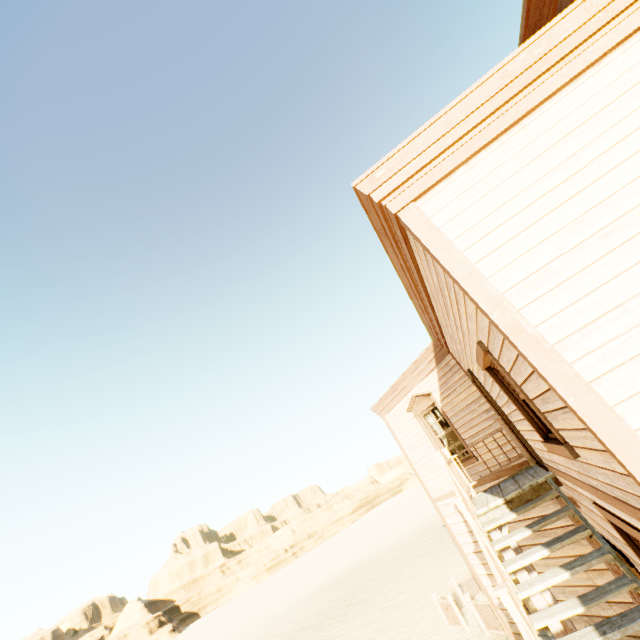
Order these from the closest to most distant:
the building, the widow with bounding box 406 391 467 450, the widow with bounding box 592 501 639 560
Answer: the building
the widow with bounding box 592 501 639 560
the widow with bounding box 406 391 467 450

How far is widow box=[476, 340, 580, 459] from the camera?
3.1m

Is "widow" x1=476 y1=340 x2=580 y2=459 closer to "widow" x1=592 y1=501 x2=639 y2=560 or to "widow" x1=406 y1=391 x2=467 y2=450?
"widow" x1=592 y1=501 x2=639 y2=560

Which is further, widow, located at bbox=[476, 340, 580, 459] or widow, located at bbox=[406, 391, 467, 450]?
widow, located at bbox=[406, 391, 467, 450]

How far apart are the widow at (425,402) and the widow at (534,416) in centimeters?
488cm

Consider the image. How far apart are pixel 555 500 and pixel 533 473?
1.4m

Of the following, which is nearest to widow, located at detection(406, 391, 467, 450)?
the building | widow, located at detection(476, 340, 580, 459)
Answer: the building

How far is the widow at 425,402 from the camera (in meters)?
9.00
